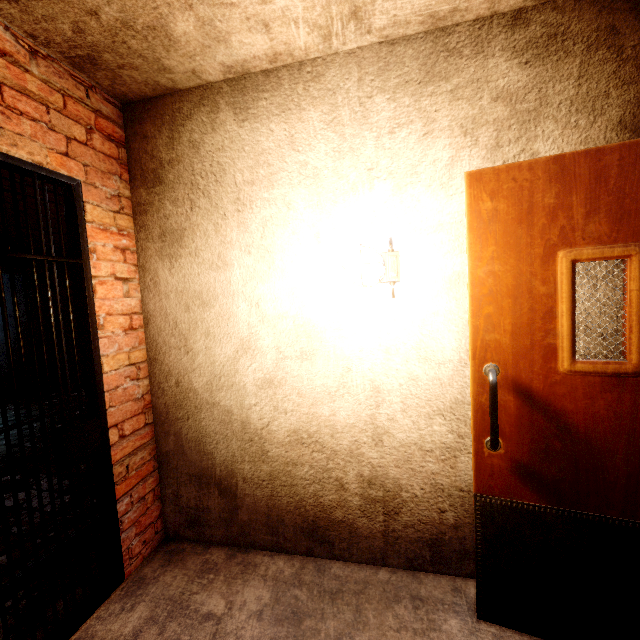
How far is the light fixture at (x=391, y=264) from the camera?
1.58m

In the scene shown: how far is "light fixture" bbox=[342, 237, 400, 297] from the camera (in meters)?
1.58

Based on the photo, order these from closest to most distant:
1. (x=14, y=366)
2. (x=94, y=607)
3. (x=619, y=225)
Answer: (x=619, y=225)
(x=94, y=607)
(x=14, y=366)
